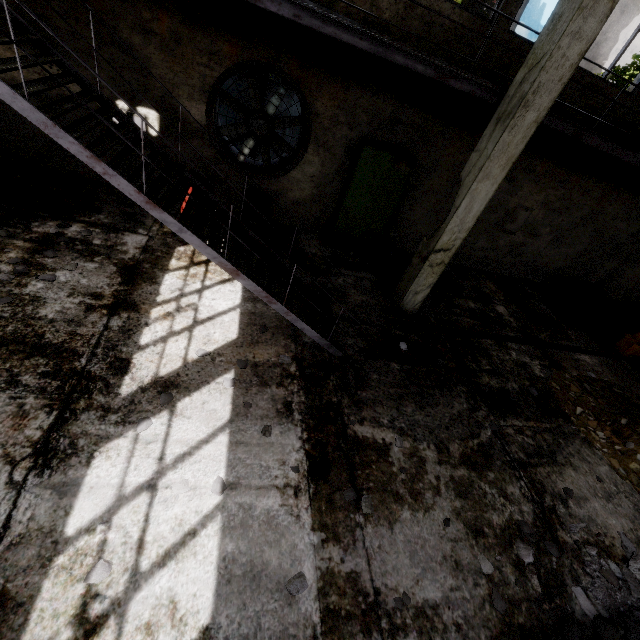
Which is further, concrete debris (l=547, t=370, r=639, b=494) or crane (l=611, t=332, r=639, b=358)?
crane (l=611, t=332, r=639, b=358)

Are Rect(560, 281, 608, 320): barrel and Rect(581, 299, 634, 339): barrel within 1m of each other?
yes

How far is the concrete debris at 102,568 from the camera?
2.6 meters

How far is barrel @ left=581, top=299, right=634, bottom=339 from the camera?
8.6 meters

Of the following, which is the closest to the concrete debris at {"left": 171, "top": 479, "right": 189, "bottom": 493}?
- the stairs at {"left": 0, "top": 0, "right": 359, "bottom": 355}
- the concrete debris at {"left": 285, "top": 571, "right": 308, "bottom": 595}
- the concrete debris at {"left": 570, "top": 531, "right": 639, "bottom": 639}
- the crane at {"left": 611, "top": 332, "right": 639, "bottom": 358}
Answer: the concrete debris at {"left": 285, "top": 571, "right": 308, "bottom": 595}

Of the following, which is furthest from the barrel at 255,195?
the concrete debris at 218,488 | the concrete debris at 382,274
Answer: the concrete debris at 218,488

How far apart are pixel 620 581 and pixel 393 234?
7.81m

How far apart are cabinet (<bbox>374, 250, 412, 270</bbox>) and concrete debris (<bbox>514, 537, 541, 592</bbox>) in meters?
5.2 m
